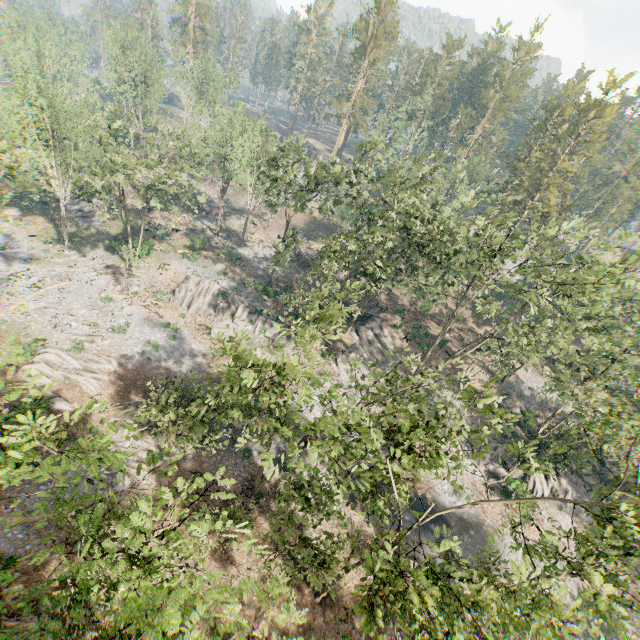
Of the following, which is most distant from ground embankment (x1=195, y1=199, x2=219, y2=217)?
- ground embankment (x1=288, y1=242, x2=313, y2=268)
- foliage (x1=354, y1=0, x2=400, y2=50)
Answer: ground embankment (x1=288, y1=242, x2=313, y2=268)

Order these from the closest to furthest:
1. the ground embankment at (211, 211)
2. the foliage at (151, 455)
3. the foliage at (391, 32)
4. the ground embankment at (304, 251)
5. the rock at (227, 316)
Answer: the foliage at (151, 455) → the rock at (227, 316) → the ground embankment at (304, 251) → the foliage at (391, 32) → the ground embankment at (211, 211)

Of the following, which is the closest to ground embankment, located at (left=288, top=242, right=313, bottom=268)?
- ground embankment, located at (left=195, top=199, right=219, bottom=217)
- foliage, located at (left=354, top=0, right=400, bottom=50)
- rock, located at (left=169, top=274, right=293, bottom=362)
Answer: rock, located at (left=169, top=274, right=293, bottom=362)

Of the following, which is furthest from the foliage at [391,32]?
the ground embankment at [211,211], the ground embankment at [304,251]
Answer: the ground embankment at [304,251]

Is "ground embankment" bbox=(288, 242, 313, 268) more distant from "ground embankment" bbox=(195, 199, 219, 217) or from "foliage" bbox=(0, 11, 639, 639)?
"foliage" bbox=(0, 11, 639, 639)

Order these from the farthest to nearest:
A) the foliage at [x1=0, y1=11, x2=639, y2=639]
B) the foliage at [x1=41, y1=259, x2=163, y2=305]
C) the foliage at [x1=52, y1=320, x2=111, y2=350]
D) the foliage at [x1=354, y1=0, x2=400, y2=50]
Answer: the foliage at [x1=354, y1=0, x2=400, y2=50]
the foliage at [x1=41, y1=259, x2=163, y2=305]
the foliage at [x1=52, y1=320, x2=111, y2=350]
the foliage at [x1=0, y1=11, x2=639, y2=639]

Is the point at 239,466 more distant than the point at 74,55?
No
